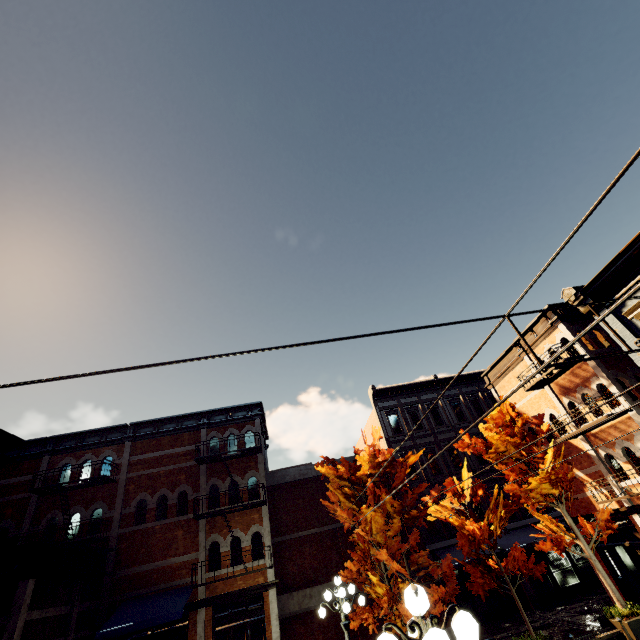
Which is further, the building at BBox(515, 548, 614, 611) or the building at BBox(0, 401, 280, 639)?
the building at BBox(515, 548, 614, 611)

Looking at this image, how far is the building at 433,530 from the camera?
18.08m

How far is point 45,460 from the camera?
16.8 meters

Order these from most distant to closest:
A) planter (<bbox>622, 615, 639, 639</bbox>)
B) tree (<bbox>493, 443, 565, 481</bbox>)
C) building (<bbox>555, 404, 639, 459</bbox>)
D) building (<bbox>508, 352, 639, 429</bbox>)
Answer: building (<bbox>508, 352, 639, 429</bbox>), building (<bbox>555, 404, 639, 459</bbox>), tree (<bbox>493, 443, 565, 481</bbox>), planter (<bbox>622, 615, 639, 639</bbox>)

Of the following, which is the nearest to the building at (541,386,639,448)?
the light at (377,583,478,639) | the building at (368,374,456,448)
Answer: the building at (368,374,456,448)

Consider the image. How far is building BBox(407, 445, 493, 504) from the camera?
20.4 meters

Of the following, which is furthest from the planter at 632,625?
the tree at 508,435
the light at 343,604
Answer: the light at 343,604
